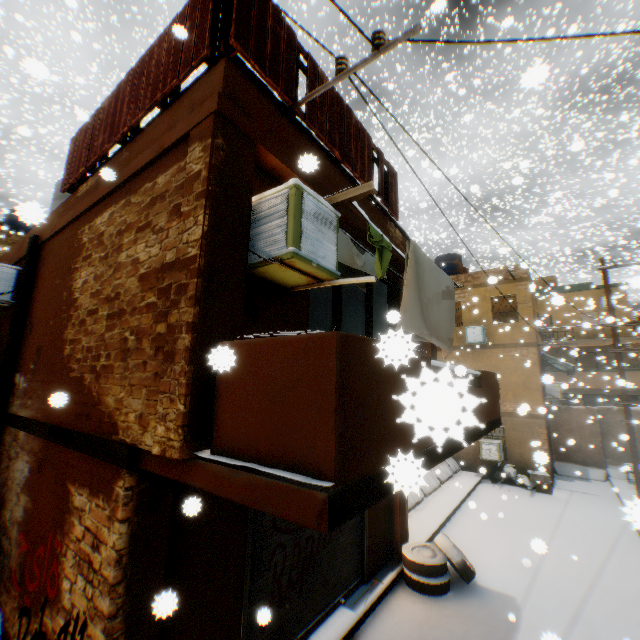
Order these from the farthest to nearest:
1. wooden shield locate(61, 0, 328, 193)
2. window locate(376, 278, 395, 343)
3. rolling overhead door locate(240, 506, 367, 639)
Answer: rolling overhead door locate(240, 506, 367, 639), wooden shield locate(61, 0, 328, 193), window locate(376, 278, 395, 343)

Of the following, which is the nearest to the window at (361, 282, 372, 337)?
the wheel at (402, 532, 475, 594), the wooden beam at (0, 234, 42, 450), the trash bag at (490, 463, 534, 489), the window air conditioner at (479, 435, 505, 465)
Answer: the wooden beam at (0, 234, 42, 450)

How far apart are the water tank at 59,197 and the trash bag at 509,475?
17.5m

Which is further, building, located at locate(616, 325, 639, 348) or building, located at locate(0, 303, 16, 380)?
building, located at locate(616, 325, 639, 348)

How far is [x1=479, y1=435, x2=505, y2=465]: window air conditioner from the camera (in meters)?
14.30

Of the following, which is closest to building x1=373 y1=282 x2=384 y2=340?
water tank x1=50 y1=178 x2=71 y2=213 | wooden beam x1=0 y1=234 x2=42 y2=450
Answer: wooden beam x1=0 y1=234 x2=42 y2=450

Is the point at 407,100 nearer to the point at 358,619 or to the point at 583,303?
the point at 583,303

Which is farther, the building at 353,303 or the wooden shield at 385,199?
the building at 353,303
